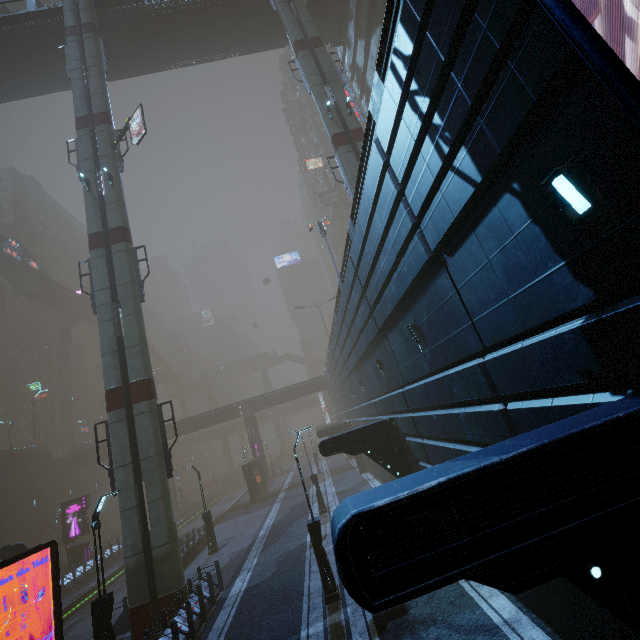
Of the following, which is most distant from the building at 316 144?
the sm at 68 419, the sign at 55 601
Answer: the sm at 68 419

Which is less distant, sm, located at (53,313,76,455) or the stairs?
the stairs

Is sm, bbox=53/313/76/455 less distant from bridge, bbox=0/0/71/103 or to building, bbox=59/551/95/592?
building, bbox=59/551/95/592

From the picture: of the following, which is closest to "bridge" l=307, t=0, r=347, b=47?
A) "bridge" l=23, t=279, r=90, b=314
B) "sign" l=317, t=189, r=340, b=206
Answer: "bridge" l=23, t=279, r=90, b=314

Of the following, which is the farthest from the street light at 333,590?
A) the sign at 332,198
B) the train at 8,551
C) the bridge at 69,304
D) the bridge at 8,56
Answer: the bridge at 69,304

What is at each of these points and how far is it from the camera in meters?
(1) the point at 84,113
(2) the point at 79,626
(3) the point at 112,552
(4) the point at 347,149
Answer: (1) sm, 20.7
(2) train rail, 19.2
(3) building, 29.5
(4) sm, 20.1

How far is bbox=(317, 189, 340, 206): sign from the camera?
55.2m

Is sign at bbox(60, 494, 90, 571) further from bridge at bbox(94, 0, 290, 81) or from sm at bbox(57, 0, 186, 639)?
bridge at bbox(94, 0, 290, 81)
